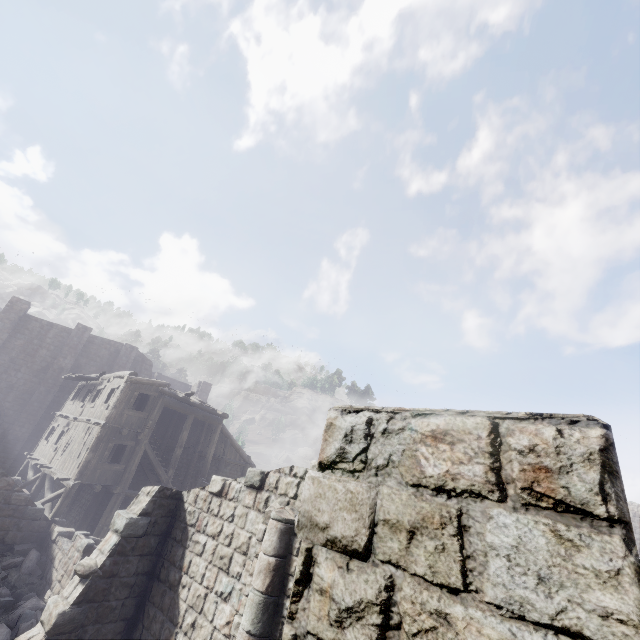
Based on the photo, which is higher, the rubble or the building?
the building

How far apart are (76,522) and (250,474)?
16.27m

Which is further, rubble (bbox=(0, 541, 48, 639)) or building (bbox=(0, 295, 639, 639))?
rubble (bbox=(0, 541, 48, 639))

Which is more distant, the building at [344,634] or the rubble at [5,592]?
the rubble at [5,592]

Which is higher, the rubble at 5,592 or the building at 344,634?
the building at 344,634
